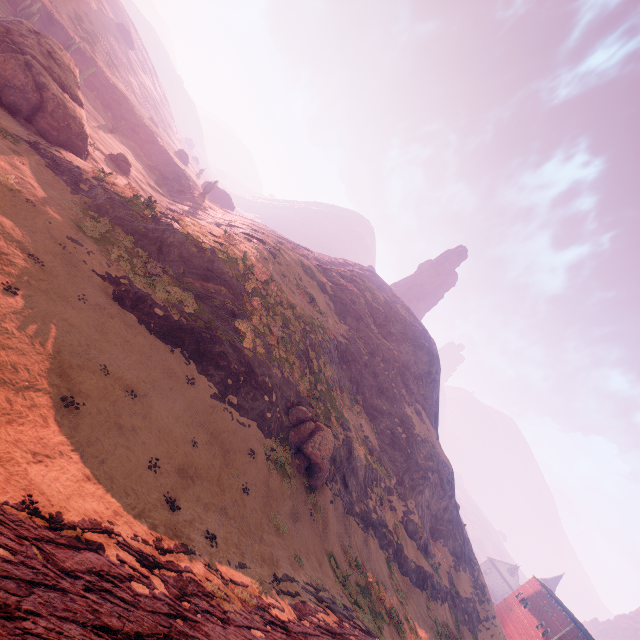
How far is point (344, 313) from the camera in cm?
4738

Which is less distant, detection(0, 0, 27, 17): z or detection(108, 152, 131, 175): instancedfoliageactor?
detection(108, 152, 131, 175): instancedfoliageactor

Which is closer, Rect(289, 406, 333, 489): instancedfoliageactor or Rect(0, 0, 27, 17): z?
Rect(289, 406, 333, 489): instancedfoliageactor

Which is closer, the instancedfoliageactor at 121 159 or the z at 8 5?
the instancedfoliageactor at 121 159

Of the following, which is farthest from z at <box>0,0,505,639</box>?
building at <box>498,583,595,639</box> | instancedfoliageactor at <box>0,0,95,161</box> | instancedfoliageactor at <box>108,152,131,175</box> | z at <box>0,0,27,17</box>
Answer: instancedfoliageactor at <box>108,152,131,175</box>

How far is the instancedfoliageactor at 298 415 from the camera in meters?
22.3

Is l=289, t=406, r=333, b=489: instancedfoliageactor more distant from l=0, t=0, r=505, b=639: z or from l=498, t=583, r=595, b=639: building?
l=498, t=583, r=595, b=639: building

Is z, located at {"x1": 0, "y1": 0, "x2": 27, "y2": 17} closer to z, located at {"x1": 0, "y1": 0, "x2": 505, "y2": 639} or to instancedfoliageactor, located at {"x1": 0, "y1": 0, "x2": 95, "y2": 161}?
z, located at {"x1": 0, "y1": 0, "x2": 505, "y2": 639}
